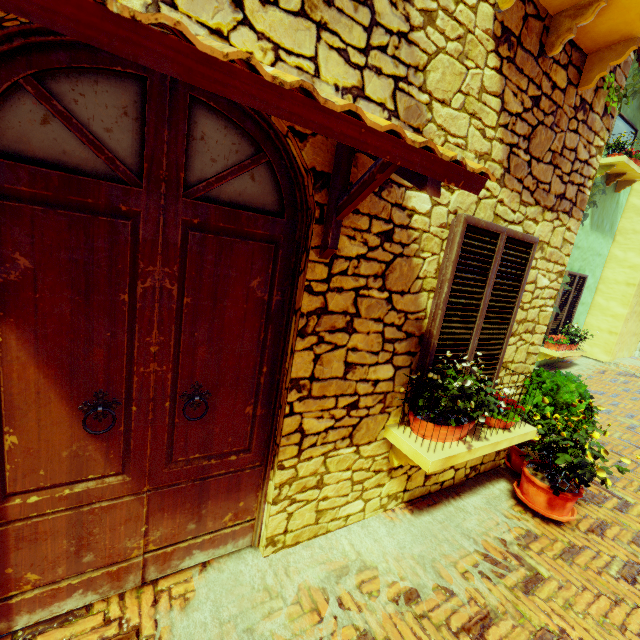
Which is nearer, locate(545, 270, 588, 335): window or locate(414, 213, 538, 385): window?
locate(414, 213, 538, 385): window

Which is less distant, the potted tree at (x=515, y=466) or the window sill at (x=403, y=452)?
the window sill at (x=403, y=452)

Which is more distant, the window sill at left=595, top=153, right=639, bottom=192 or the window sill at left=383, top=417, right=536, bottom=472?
the window sill at left=595, top=153, right=639, bottom=192

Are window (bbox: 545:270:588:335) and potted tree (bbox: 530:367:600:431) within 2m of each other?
no

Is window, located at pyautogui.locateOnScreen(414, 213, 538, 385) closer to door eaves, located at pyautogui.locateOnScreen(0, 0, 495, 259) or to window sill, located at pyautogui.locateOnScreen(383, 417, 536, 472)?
window sill, located at pyautogui.locateOnScreen(383, 417, 536, 472)

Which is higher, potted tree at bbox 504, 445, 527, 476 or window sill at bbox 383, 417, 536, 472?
window sill at bbox 383, 417, 536, 472

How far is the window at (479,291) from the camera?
2.45m

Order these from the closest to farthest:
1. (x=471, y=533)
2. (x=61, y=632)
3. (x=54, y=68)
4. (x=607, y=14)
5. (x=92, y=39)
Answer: (x=92, y=39) → (x=54, y=68) → (x=61, y=632) → (x=607, y=14) → (x=471, y=533)
